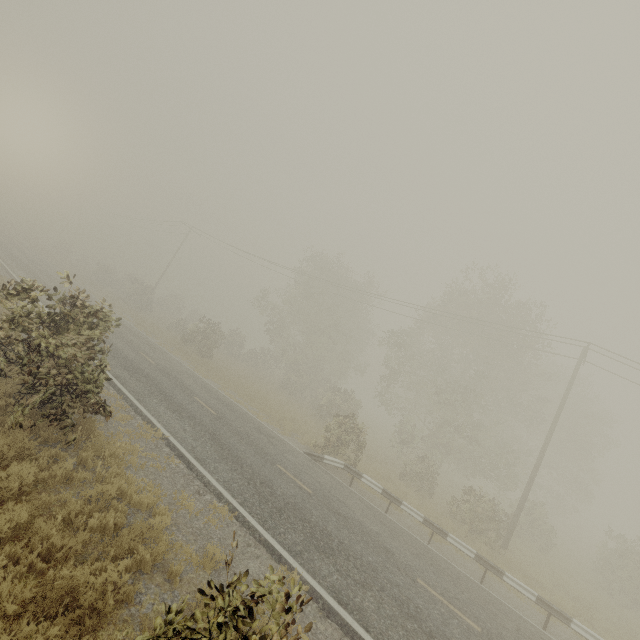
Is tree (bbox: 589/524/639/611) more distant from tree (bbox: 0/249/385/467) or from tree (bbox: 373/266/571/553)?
tree (bbox: 0/249/385/467)

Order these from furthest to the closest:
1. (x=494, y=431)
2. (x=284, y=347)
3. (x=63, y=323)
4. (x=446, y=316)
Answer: (x=284, y=347) < (x=494, y=431) < (x=446, y=316) < (x=63, y=323)

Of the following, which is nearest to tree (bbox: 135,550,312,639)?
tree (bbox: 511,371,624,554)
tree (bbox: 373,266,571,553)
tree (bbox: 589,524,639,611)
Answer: tree (bbox: 373,266,571,553)

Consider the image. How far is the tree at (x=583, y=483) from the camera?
21.0 meters

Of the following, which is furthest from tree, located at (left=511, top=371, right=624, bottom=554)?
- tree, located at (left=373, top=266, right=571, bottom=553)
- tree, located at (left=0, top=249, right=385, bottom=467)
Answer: tree, located at (left=0, top=249, right=385, bottom=467)

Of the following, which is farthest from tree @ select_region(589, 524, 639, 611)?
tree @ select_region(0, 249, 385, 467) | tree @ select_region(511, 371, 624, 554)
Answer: tree @ select_region(0, 249, 385, 467)

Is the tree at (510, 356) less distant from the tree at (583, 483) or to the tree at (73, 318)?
the tree at (73, 318)

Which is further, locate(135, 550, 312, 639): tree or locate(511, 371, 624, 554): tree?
locate(511, 371, 624, 554): tree
